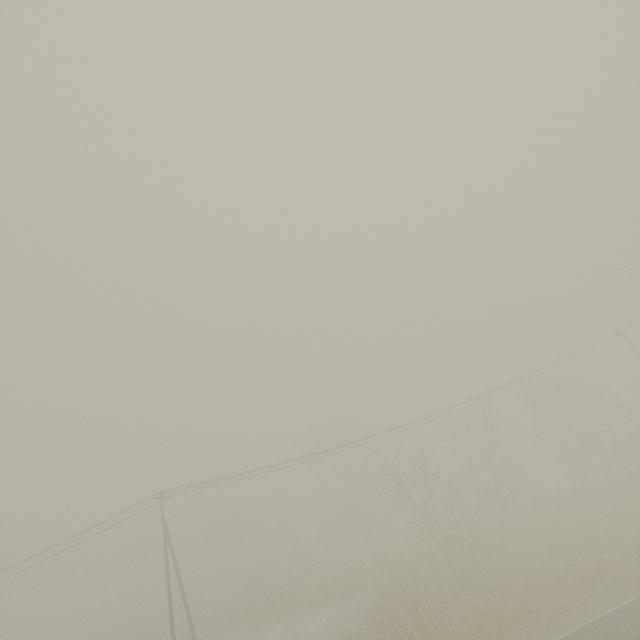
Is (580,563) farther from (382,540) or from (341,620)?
(382,540)
